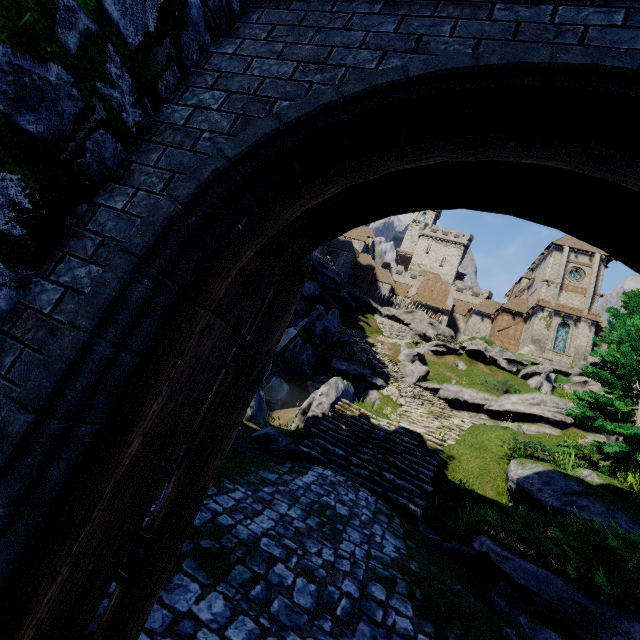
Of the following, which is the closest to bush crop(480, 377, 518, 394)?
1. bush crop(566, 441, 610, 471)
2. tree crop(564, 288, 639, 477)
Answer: tree crop(564, 288, 639, 477)

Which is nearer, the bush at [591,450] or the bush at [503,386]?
the bush at [591,450]

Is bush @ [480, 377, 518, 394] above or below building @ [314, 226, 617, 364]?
below

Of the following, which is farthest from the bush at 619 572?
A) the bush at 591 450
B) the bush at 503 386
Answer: the bush at 503 386

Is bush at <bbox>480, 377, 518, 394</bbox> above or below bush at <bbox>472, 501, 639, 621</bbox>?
above

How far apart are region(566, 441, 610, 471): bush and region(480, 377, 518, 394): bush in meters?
7.4

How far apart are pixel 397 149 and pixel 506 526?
7.5 meters

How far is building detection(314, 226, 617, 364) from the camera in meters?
37.1
